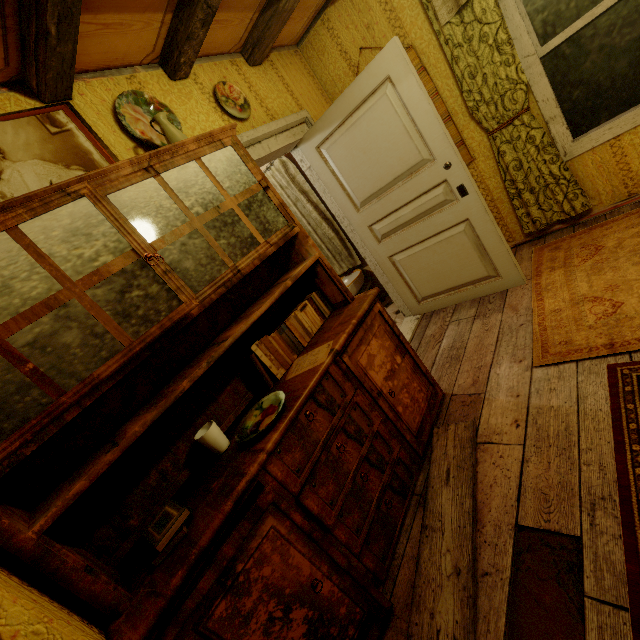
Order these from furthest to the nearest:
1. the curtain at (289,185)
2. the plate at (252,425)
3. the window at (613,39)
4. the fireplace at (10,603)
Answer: the curtain at (289,185), the window at (613,39), the plate at (252,425), the fireplace at (10,603)

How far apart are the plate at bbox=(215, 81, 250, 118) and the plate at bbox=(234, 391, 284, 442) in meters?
2.1

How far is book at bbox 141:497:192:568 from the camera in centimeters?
112cm

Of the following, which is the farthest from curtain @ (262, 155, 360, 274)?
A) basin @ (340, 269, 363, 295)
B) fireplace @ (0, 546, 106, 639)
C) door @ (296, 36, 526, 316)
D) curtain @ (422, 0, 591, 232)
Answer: fireplace @ (0, 546, 106, 639)

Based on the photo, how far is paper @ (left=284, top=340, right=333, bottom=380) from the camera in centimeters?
167cm

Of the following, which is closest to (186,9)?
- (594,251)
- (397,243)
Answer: (397,243)

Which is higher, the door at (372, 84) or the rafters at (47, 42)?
the rafters at (47, 42)

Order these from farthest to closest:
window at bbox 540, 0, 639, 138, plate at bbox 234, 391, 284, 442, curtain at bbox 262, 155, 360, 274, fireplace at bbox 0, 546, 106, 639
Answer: curtain at bbox 262, 155, 360, 274 → window at bbox 540, 0, 639, 138 → plate at bbox 234, 391, 284, 442 → fireplace at bbox 0, 546, 106, 639
